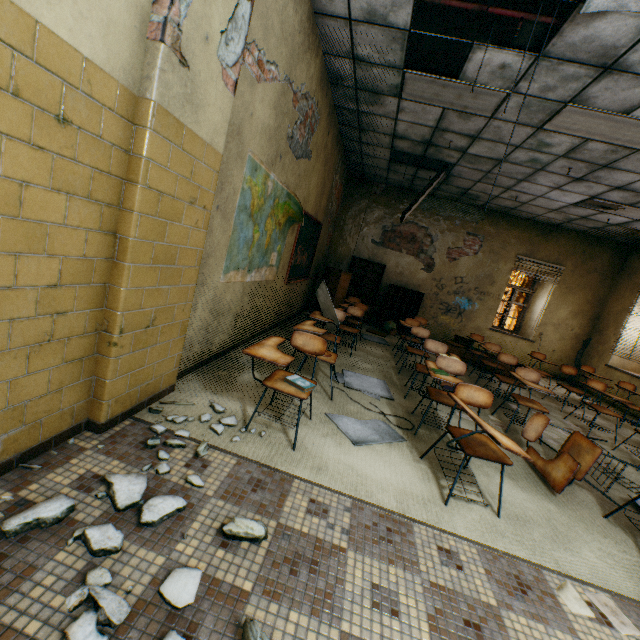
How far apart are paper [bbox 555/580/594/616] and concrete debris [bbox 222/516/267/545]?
1.7m

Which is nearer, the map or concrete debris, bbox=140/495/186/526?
concrete debris, bbox=140/495/186/526

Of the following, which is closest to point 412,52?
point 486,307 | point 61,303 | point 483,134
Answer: point 483,134

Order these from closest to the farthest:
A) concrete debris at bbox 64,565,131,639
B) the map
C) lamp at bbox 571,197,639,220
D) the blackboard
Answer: concrete debris at bbox 64,565,131,639, the map, the blackboard, lamp at bbox 571,197,639,220

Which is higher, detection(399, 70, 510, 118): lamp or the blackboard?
detection(399, 70, 510, 118): lamp

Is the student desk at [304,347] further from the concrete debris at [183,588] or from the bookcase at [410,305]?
the bookcase at [410,305]

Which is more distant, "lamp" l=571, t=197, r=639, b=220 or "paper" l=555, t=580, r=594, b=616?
"lamp" l=571, t=197, r=639, b=220

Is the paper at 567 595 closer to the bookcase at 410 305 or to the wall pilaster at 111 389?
the wall pilaster at 111 389
